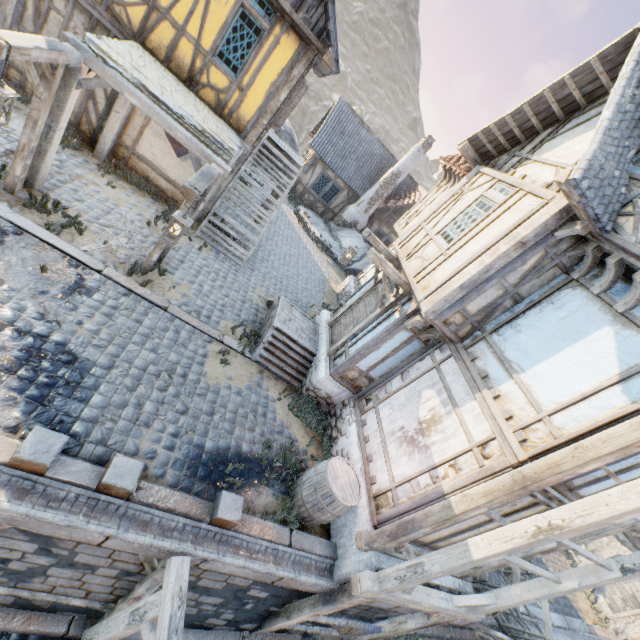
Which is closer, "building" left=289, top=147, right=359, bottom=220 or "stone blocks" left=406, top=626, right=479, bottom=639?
"stone blocks" left=406, top=626, right=479, bottom=639

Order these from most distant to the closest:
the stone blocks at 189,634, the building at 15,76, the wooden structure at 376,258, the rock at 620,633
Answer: the rock at 620,633
the building at 15,76
the wooden structure at 376,258
the stone blocks at 189,634

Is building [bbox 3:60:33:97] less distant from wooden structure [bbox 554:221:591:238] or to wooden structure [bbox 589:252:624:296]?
wooden structure [bbox 554:221:591:238]

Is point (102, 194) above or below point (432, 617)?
below

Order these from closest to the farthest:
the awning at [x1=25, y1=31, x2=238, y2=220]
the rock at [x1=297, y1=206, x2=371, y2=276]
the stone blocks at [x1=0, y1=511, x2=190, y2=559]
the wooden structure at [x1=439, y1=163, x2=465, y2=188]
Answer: the stone blocks at [x1=0, y1=511, x2=190, y2=559] < the awning at [x1=25, y1=31, x2=238, y2=220] < the wooden structure at [x1=439, y1=163, x2=465, y2=188] < the rock at [x1=297, y1=206, x2=371, y2=276]

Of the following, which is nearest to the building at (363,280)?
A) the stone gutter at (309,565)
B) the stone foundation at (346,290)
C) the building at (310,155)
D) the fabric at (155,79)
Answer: the stone foundation at (346,290)

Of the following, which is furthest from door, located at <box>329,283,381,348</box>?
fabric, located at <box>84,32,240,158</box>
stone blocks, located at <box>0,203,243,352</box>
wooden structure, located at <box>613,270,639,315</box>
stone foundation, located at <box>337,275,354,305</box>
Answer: fabric, located at <box>84,32,240,158</box>

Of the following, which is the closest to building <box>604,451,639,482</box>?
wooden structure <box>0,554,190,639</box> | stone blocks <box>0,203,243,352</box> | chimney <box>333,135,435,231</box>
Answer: stone blocks <box>0,203,243,352</box>
